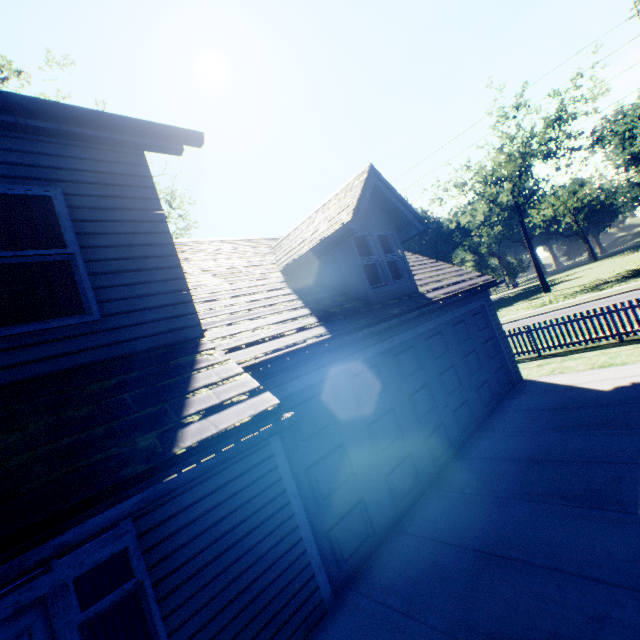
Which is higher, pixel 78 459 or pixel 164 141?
pixel 164 141

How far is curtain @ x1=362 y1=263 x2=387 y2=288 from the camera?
7.6m

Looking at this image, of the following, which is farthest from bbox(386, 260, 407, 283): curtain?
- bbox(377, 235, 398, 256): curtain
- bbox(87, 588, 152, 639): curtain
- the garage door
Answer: bbox(87, 588, 152, 639): curtain

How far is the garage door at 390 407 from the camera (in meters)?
4.75

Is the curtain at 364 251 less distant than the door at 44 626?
No

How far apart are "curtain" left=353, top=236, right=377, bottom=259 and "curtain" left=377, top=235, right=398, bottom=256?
0.1 meters

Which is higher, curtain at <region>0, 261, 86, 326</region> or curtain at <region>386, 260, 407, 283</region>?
curtain at <region>0, 261, 86, 326</region>

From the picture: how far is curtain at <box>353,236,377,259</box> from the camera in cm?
764
